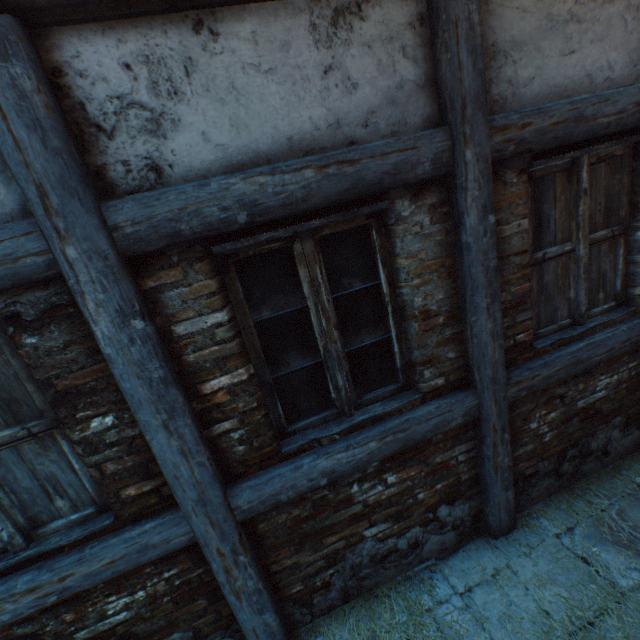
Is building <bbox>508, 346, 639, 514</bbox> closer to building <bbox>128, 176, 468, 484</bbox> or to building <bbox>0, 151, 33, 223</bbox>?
building <bbox>128, 176, 468, 484</bbox>

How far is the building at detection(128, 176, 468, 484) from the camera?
1.7 meters

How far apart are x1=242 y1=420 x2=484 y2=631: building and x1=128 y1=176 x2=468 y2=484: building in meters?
0.2

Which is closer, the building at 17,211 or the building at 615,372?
the building at 17,211

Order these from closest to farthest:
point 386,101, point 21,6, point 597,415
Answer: point 21,6
point 386,101
point 597,415

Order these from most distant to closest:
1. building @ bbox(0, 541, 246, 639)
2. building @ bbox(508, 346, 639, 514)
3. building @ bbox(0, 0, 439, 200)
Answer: building @ bbox(508, 346, 639, 514) < building @ bbox(0, 541, 246, 639) < building @ bbox(0, 0, 439, 200)

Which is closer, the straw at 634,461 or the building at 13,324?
the building at 13,324

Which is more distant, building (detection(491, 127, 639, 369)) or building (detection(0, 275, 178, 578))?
building (detection(491, 127, 639, 369))
